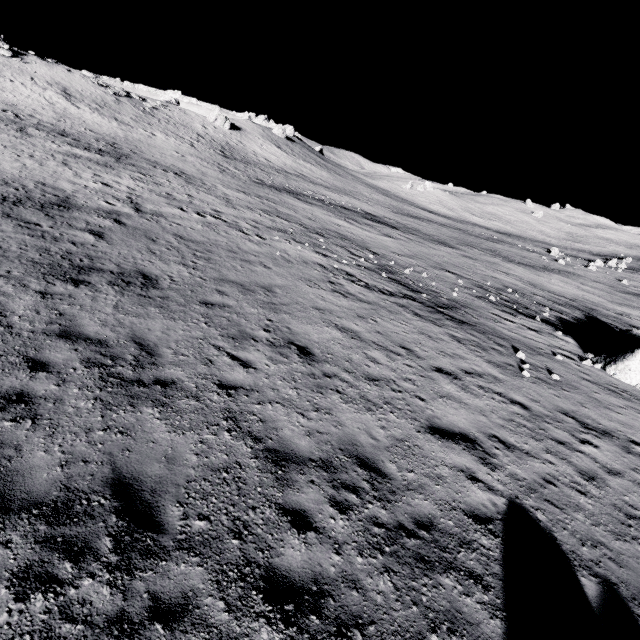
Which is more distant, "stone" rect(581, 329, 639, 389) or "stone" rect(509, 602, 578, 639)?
"stone" rect(581, 329, 639, 389)

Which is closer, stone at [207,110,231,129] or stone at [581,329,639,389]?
stone at [581,329,639,389]

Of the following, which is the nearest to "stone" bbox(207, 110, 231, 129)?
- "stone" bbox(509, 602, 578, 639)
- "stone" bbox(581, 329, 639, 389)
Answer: "stone" bbox(581, 329, 639, 389)

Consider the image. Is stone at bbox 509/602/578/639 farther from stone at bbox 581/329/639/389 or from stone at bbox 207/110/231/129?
stone at bbox 207/110/231/129

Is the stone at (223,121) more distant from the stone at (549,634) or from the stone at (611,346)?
the stone at (549,634)

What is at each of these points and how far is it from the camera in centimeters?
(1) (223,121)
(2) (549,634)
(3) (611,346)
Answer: (1) stone, 5747cm
(2) stone, 438cm
(3) stone, 1848cm
